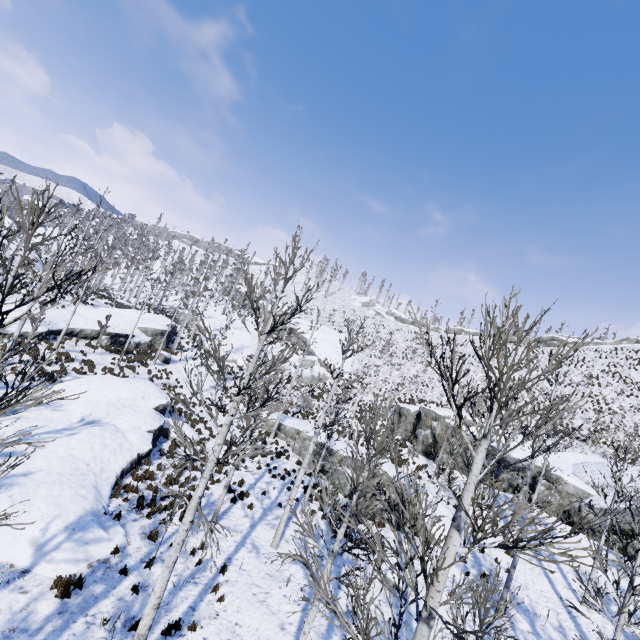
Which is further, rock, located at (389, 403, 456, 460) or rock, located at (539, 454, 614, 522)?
rock, located at (389, 403, 456, 460)

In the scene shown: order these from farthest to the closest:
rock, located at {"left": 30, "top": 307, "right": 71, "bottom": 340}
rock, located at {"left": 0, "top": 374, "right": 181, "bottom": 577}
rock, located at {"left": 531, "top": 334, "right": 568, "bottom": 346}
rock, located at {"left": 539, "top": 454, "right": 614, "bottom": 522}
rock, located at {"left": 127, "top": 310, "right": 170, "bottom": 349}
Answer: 1. rock, located at {"left": 531, "top": 334, "right": 568, "bottom": 346}
2. rock, located at {"left": 127, "top": 310, "right": 170, "bottom": 349}
3. rock, located at {"left": 30, "top": 307, "right": 71, "bottom": 340}
4. rock, located at {"left": 539, "top": 454, "right": 614, "bottom": 522}
5. rock, located at {"left": 0, "top": 374, "right": 181, "bottom": 577}

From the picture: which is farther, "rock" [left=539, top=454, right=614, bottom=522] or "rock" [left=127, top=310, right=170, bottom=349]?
"rock" [left=127, top=310, right=170, bottom=349]

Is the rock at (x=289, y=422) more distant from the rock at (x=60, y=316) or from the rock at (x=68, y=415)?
the rock at (x=60, y=316)

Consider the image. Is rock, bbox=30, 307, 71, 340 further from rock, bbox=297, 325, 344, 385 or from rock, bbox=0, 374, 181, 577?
rock, bbox=297, 325, 344, 385

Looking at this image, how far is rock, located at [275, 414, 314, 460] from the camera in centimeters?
2364cm

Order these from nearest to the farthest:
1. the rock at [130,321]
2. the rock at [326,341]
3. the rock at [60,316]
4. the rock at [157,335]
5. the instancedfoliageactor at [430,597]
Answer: the instancedfoliageactor at [430,597] → the rock at [60,316] → the rock at [130,321] → the rock at [157,335] → the rock at [326,341]

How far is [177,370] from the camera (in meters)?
32.31
